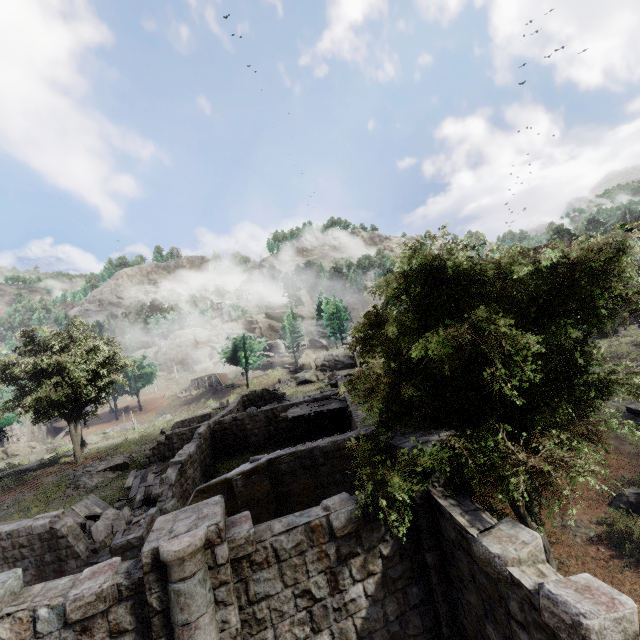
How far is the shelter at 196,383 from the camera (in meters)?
57.31

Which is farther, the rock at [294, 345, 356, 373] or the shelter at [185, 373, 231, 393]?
the shelter at [185, 373, 231, 393]

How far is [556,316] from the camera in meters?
7.0 m

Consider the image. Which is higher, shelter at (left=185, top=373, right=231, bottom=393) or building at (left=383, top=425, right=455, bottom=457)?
shelter at (left=185, top=373, right=231, bottom=393)

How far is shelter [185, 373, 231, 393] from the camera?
57.31m

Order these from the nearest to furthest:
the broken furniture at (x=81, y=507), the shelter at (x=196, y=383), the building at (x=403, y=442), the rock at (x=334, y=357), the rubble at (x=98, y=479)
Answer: the building at (x=403, y=442)
the broken furniture at (x=81, y=507)
the rubble at (x=98, y=479)
the rock at (x=334, y=357)
the shelter at (x=196, y=383)

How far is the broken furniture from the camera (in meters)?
16.05

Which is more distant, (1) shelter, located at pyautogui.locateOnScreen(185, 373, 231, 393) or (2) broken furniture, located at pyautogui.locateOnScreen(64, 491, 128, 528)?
(1) shelter, located at pyautogui.locateOnScreen(185, 373, 231, 393)
